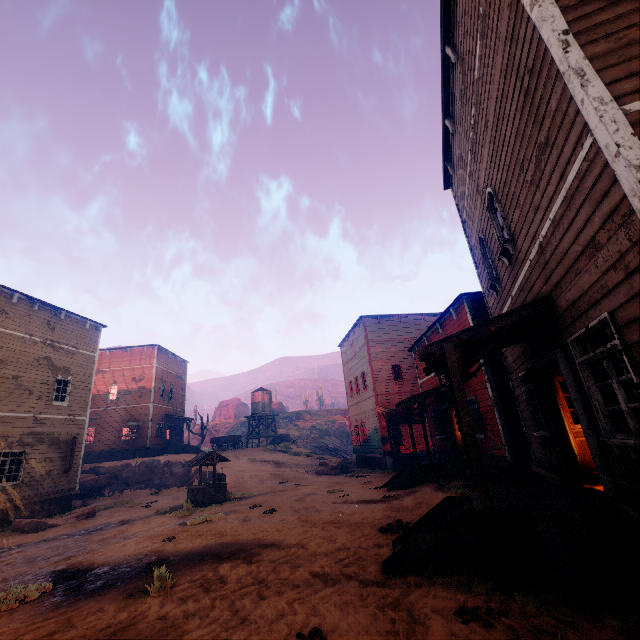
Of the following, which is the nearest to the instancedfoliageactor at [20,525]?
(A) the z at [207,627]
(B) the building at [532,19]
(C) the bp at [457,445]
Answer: (A) the z at [207,627]

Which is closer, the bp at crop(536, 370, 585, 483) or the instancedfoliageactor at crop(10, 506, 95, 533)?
the bp at crop(536, 370, 585, 483)

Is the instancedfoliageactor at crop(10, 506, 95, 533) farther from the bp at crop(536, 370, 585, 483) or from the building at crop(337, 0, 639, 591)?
the bp at crop(536, 370, 585, 483)

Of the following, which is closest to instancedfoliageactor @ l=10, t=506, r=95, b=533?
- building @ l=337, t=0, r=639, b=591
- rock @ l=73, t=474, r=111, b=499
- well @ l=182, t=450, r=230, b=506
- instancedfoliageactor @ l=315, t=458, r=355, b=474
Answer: building @ l=337, t=0, r=639, b=591

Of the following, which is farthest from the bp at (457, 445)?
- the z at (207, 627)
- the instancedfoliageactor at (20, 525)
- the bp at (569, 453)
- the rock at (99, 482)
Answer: the rock at (99, 482)

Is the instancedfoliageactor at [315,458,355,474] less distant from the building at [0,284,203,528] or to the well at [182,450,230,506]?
the building at [0,284,203,528]

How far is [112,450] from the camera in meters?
30.4

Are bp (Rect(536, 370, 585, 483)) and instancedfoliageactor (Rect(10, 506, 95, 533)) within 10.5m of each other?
no
